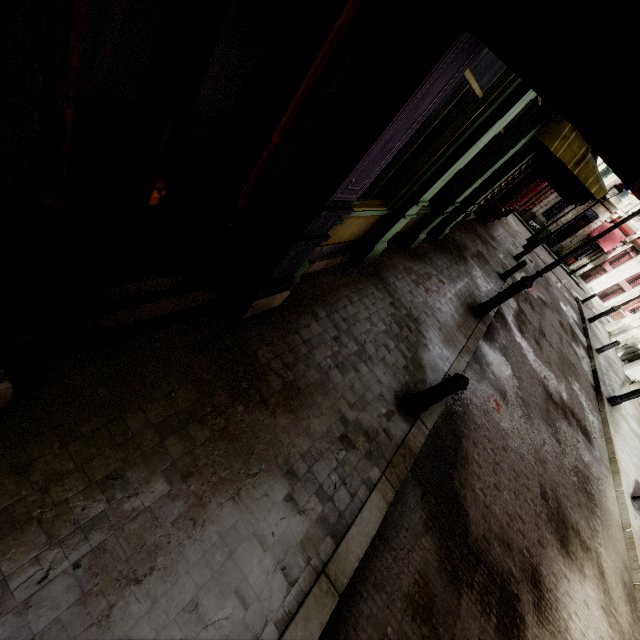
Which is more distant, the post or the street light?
the street light

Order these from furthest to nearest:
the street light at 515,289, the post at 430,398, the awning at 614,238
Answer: the awning at 614,238, the street light at 515,289, the post at 430,398

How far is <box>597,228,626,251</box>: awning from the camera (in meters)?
30.06

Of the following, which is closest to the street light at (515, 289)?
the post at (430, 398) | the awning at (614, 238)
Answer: the post at (430, 398)

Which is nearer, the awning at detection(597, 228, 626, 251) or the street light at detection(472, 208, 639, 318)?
the street light at detection(472, 208, 639, 318)

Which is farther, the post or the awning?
the awning

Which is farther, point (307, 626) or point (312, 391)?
point (312, 391)

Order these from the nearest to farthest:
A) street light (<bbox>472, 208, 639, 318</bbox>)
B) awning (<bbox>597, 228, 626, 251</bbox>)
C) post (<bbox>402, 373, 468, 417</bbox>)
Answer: post (<bbox>402, 373, 468, 417</bbox>) < street light (<bbox>472, 208, 639, 318</bbox>) < awning (<bbox>597, 228, 626, 251</bbox>)
